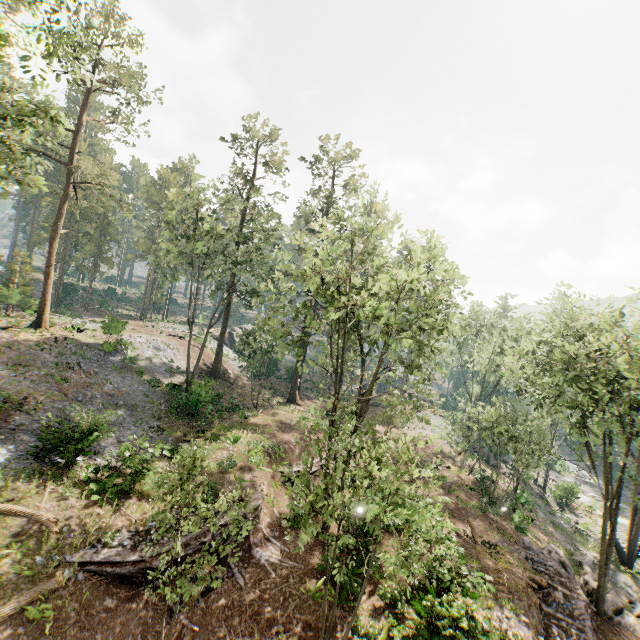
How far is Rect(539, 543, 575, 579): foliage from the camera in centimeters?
2139cm

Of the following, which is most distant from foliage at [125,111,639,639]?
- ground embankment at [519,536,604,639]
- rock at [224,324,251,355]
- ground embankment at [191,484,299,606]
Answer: ground embankment at [191,484,299,606]

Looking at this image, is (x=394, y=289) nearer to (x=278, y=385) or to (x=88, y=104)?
(x=278, y=385)

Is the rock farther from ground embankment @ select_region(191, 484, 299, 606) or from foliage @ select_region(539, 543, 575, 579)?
ground embankment @ select_region(191, 484, 299, 606)

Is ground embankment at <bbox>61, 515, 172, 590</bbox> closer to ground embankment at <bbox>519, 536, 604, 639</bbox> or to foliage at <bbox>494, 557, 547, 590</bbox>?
foliage at <bbox>494, 557, 547, 590</bbox>

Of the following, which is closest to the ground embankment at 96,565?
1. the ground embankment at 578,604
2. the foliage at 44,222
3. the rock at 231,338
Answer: the foliage at 44,222

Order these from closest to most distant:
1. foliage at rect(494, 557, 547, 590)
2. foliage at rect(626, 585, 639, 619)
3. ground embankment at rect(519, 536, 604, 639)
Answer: ground embankment at rect(519, 536, 604, 639) → foliage at rect(494, 557, 547, 590) → foliage at rect(626, 585, 639, 619)

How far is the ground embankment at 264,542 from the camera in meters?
14.5
